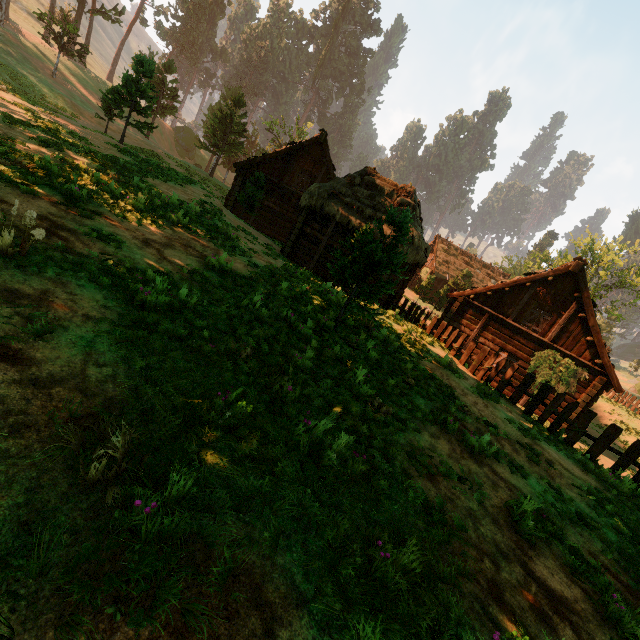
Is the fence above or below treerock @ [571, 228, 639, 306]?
below

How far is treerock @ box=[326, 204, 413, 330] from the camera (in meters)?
7.78

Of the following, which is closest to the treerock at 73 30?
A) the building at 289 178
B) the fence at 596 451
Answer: the building at 289 178

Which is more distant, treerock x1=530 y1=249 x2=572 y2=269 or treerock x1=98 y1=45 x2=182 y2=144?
treerock x1=530 y1=249 x2=572 y2=269

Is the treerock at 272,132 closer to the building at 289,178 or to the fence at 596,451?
the building at 289,178

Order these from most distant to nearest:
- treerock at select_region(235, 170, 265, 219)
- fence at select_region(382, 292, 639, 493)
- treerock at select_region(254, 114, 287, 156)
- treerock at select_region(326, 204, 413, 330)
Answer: treerock at select_region(254, 114, 287, 156) → treerock at select_region(235, 170, 265, 219) → fence at select_region(382, 292, 639, 493) → treerock at select_region(326, 204, 413, 330)

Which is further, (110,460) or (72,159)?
(72,159)
